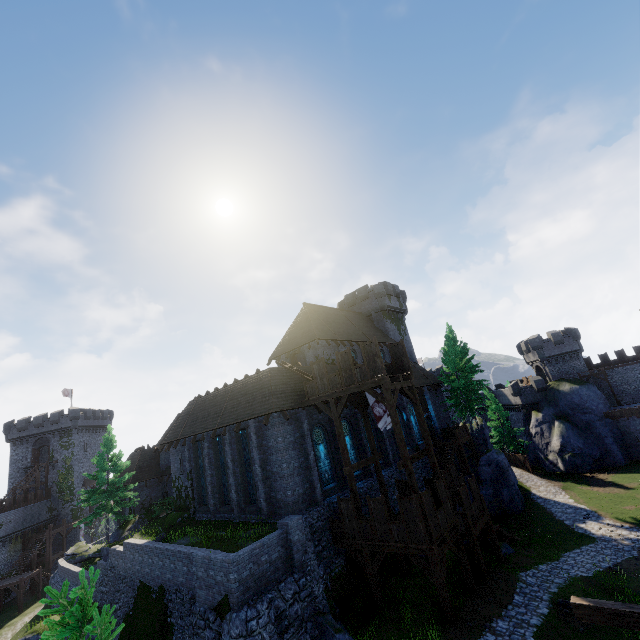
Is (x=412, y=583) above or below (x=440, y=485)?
below

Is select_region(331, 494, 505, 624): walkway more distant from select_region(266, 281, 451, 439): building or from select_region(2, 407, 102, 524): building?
select_region(2, 407, 102, 524): building

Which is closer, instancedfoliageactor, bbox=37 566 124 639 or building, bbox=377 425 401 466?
instancedfoliageactor, bbox=37 566 124 639

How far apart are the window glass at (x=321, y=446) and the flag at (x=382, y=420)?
4.1 meters

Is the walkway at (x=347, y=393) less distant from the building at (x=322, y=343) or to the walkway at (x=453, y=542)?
the building at (x=322, y=343)

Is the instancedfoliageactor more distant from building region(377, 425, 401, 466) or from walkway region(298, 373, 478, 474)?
building region(377, 425, 401, 466)

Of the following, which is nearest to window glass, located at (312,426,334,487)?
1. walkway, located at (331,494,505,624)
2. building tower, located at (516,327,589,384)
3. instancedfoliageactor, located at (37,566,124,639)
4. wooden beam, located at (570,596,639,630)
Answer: walkway, located at (331,494,505,624)
